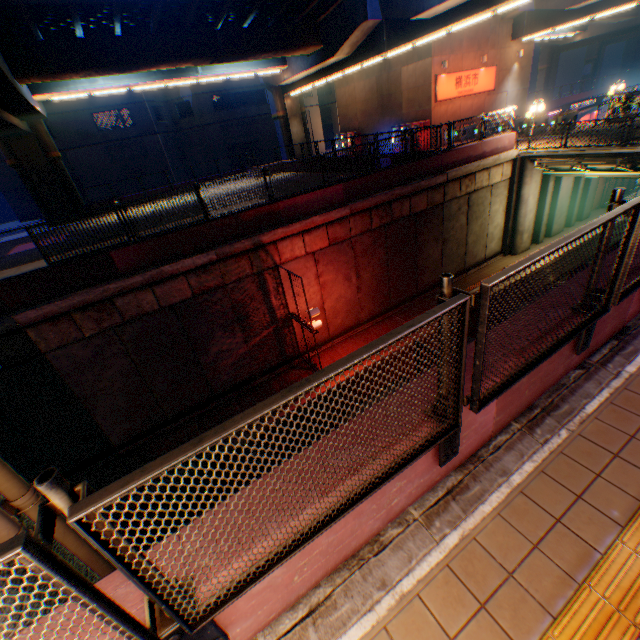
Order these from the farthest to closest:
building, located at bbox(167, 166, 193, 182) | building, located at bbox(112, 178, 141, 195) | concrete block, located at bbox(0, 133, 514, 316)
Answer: building, located at bbox(167, 166, 193, 182), building, located at bbox(112, 178, 141, 195), concrete block, located at bbox(0, 133, 514, 316)

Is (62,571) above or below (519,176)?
above

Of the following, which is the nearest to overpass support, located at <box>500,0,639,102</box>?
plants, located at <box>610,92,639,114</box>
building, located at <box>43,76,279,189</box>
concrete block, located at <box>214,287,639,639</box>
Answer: concrete block, located at <box>214,287,639,639</box>

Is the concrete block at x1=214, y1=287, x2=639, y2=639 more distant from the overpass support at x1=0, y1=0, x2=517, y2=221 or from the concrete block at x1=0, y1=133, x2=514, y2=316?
the concrete block at x1=0, y1=133, x2=514, y2=316

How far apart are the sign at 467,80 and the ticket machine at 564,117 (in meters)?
7.38

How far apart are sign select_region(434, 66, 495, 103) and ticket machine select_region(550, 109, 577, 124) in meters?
7.4 m

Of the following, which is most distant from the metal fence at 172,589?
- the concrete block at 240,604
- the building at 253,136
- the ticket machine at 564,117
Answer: the building at 253,136

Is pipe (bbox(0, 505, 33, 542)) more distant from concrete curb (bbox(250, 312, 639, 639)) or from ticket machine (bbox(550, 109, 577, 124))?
ticket machine (bbox(550, 109, 577, 124))
